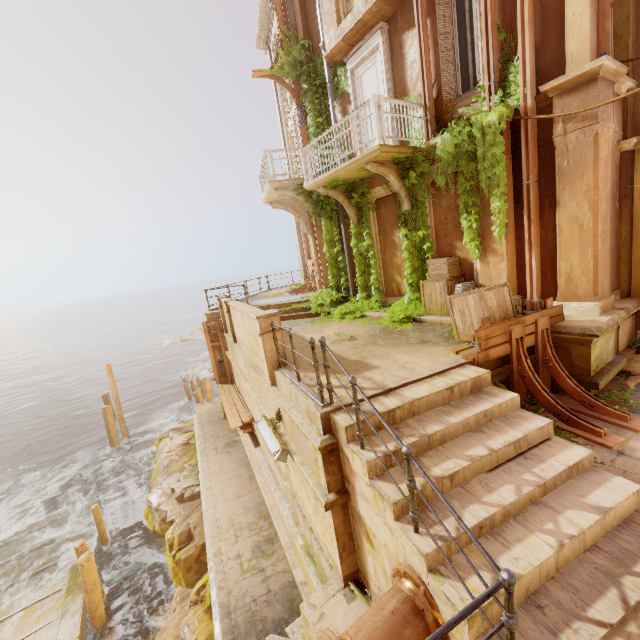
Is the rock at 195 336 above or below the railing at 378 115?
below

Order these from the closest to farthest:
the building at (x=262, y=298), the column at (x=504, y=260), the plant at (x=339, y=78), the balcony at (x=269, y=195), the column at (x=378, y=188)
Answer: the column at (x=504, y=260), the column at (x=378, y=188), the plant at (x=339, y=78), the balcony at (x=269, y=195), the building at (x=262, y=298)

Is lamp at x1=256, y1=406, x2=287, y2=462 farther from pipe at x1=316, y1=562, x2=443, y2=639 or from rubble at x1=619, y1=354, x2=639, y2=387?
rubble at x1=619, y1=354, x2=639, y2=387

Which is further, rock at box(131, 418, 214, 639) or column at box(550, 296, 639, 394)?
rock at box(131, 418, 214, 639)

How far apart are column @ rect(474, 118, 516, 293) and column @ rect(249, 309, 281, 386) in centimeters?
508cm

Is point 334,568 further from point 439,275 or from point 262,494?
point 439,275

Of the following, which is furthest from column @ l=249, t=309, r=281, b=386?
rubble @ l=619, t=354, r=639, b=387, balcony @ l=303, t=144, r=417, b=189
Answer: rubble @ l=619, t=354, r=639, b=387

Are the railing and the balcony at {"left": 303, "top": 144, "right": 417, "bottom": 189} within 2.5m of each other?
yes
